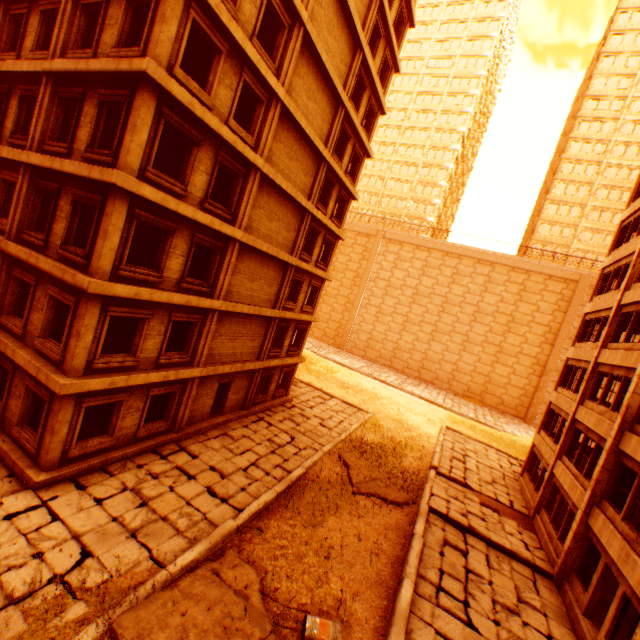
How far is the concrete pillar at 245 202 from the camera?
13.35m

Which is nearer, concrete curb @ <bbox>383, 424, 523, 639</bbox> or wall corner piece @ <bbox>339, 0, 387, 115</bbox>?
concrete curb @ <bbox>383, 424, 523, 639</bbox>

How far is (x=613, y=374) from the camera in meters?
14.3 m

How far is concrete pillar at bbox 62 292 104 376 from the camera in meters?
9.5

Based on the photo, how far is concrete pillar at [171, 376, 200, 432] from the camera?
14.1m

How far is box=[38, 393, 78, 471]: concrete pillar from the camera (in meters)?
9.76

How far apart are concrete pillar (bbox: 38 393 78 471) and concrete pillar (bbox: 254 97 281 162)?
10.65m

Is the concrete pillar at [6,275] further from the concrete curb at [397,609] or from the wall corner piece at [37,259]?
the concrete curb at [397,609]
